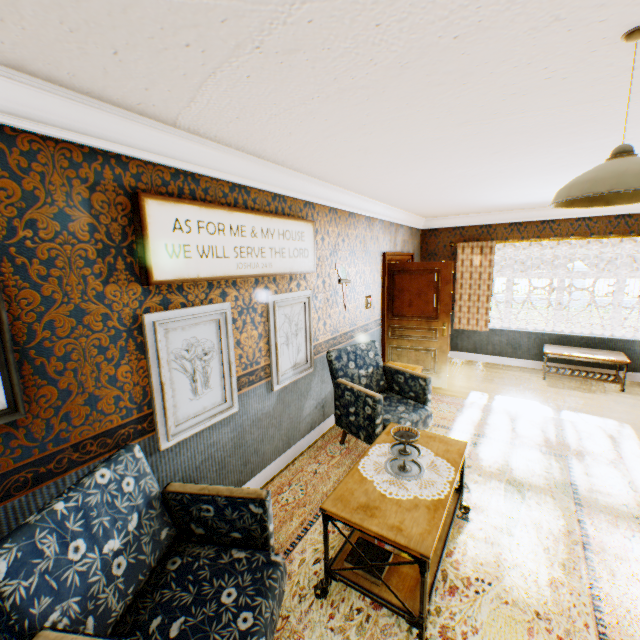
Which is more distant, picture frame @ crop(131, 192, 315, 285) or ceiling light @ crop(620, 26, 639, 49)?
picture frame @ crop(131, 192, 315, 285)

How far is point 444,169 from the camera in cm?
330

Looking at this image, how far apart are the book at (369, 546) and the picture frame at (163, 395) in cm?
145

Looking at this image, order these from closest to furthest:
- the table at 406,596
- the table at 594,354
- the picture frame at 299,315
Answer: the table at 406,596 < the picture frame at 299,315 < the table at 594,354

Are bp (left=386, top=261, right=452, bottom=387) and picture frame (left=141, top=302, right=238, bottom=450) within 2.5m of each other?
Answer: no

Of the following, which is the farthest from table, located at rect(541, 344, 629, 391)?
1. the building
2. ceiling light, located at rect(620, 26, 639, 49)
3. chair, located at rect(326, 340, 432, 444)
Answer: ceiling light, located at rect(620, 26, 639, 49)

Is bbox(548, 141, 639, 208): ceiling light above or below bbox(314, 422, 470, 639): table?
above

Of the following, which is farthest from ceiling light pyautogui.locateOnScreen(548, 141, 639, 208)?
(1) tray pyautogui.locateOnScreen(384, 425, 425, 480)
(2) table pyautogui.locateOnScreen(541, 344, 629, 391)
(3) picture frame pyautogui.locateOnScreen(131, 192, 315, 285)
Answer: (2) table pyautogui.locateOnScreen(541, 344, 629, 391)
